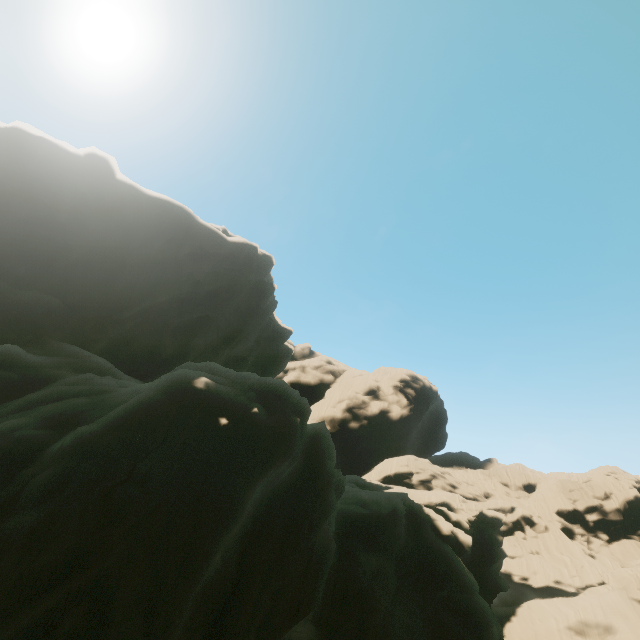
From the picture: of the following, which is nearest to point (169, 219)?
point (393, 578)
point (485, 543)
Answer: point (393, 578)
